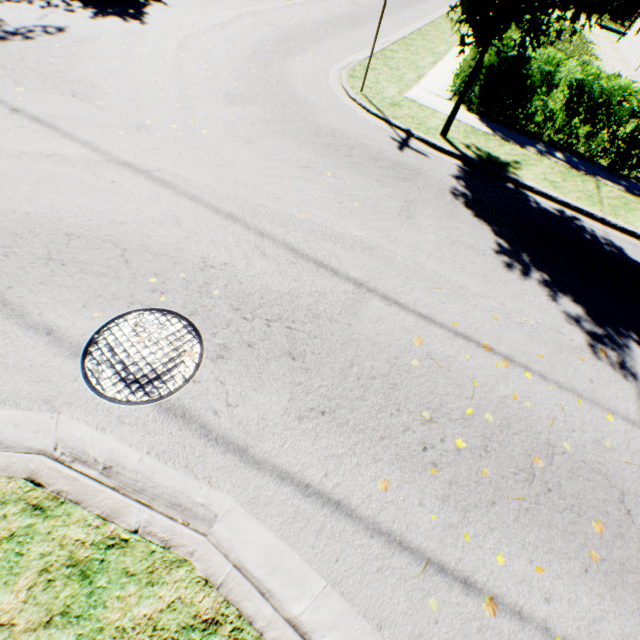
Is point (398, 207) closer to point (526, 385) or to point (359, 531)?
point (526, 385)

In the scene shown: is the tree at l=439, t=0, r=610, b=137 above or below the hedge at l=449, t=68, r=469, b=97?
above

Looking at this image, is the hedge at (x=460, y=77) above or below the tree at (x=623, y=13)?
below

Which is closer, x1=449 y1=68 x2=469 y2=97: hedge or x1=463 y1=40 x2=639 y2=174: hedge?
x1=463 y1=40 x2=639 y2=174: hedge

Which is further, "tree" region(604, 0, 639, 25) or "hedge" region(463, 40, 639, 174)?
"hedge" region(463, 40, 639, 174)

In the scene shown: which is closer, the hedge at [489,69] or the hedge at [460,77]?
the hedge at [489,69]

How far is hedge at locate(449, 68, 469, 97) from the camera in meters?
9.6 m
